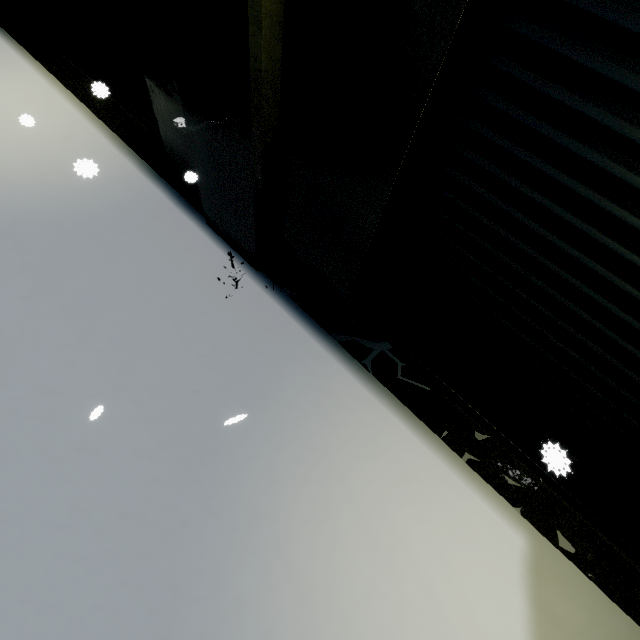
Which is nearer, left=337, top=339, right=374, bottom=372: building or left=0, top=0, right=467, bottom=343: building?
left=0, top=0, right=467, bottom=343: building

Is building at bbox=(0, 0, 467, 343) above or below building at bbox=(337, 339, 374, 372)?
above

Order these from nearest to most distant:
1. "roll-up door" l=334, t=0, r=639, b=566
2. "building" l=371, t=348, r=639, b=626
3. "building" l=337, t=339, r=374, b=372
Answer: "roll-up door" l=334, t=0, r=639, b=566 → "building" l=371, t=348, r=639, b=626 → "building" l=337, t=339, r=374, b=372

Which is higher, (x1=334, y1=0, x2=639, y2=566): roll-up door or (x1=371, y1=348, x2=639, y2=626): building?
(x1=334, y1=0, x2=639, y2=566): roll-up door

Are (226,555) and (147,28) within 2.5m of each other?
no

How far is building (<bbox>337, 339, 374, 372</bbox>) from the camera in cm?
336

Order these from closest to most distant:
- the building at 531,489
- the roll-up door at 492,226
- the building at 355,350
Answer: the roll-up door at 492,226, the building at 531,489, the building at 355,350

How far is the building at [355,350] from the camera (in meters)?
3.36
